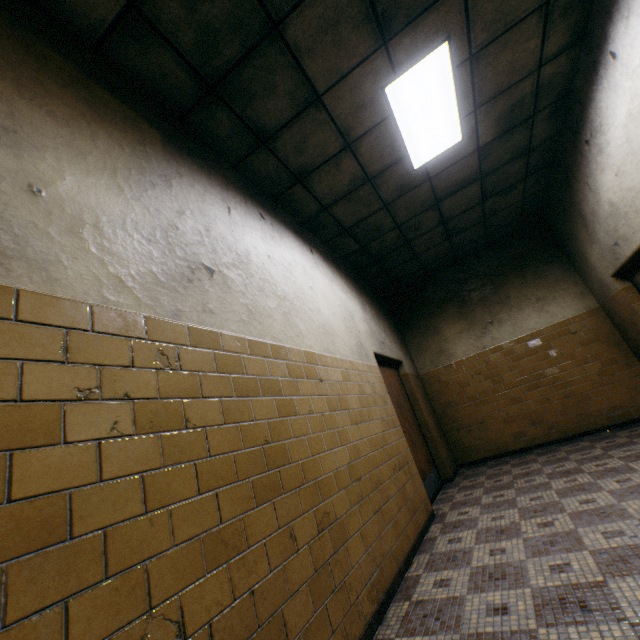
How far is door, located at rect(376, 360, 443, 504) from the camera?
4.8m

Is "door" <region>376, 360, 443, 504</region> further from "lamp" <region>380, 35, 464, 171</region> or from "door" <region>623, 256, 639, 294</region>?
"door" <region>623, 256, 639, 294</region>

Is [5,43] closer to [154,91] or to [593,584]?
[154,91]

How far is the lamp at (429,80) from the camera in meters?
3.0

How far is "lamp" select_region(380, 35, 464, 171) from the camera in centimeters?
296cm

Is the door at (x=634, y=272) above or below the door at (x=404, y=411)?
above

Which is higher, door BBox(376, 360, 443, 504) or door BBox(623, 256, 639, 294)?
door BBox(623, 256, 639, 294)

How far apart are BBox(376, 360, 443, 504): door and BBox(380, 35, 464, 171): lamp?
2.67m
